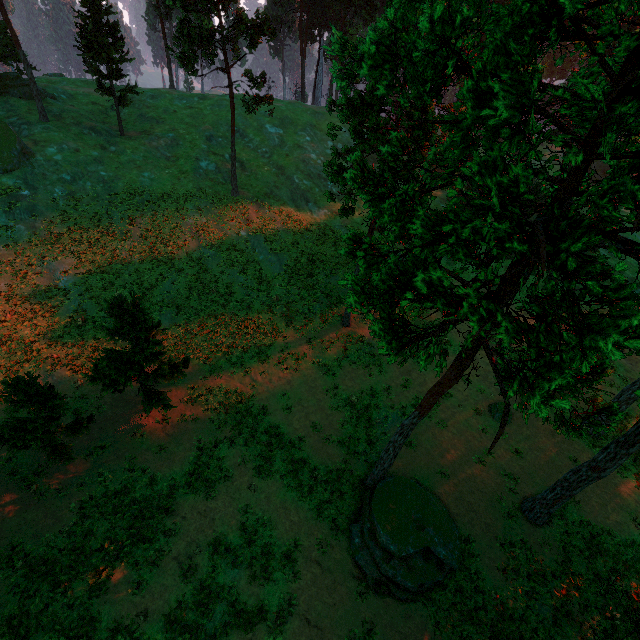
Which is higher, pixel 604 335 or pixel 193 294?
pixel 604 335

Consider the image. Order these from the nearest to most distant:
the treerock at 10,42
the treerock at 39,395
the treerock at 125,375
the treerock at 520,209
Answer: the treerock at 520,209, the treerock at 39,395, the treerock at 125,375, the treerock at 10,42

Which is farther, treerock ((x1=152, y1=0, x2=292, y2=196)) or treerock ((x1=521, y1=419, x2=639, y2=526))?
treerock ((x1=152, y1=0, x2=292, y2=196))

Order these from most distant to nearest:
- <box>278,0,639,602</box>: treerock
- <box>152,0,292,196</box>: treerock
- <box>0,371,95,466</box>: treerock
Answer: <box>152,0,292,196</box>: treerock < <box>0,371,95,466</box>: treerock < <box>278,0,639,602</box>: treerock

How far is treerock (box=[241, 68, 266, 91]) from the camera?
28.9 meters

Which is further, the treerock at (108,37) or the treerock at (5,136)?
the treerock at (108,37)
